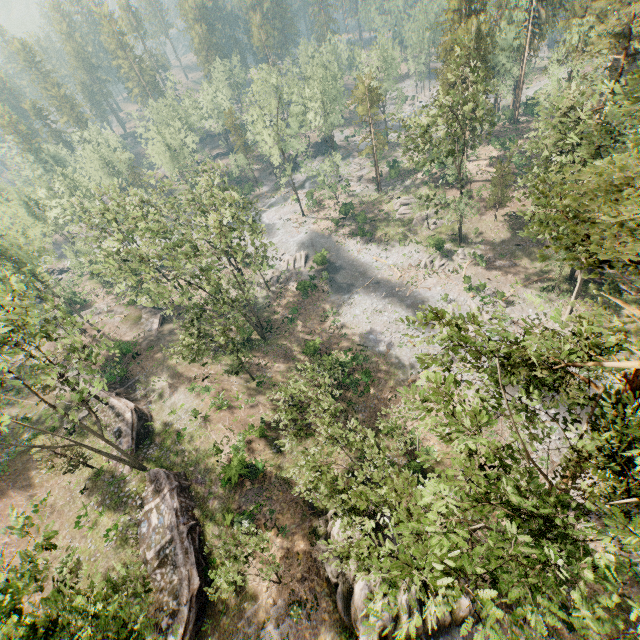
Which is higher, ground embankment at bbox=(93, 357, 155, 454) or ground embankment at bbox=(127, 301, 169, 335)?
ground embankment at bbox=(93, 357, 155, 454)

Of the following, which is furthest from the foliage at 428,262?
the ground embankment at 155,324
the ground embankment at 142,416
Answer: the ground embankment at 142,416

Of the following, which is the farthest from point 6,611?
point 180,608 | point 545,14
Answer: point 545,14

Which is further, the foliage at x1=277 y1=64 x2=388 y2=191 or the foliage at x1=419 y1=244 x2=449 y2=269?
the foliage at x1=277 y1=64 x2=388 y2=191

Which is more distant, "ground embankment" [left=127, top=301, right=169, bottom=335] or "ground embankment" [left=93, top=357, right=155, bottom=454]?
"ground embankment" [left=127, top=301, right=169, bottom=335]

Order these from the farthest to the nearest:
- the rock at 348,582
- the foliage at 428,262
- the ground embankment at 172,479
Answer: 1. the foliage at 428,262
2. the ground embankment at 172,479
3. the rock at 348,582

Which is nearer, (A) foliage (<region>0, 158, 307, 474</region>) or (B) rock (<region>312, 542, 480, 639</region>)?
(B) rock (<region>312, 542, 480, 639</region>)

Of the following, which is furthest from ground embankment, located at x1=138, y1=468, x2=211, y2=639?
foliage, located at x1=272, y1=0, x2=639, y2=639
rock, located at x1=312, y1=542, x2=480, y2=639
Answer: foliage, located at x1=272, y1=0, x2=639, y2=639
